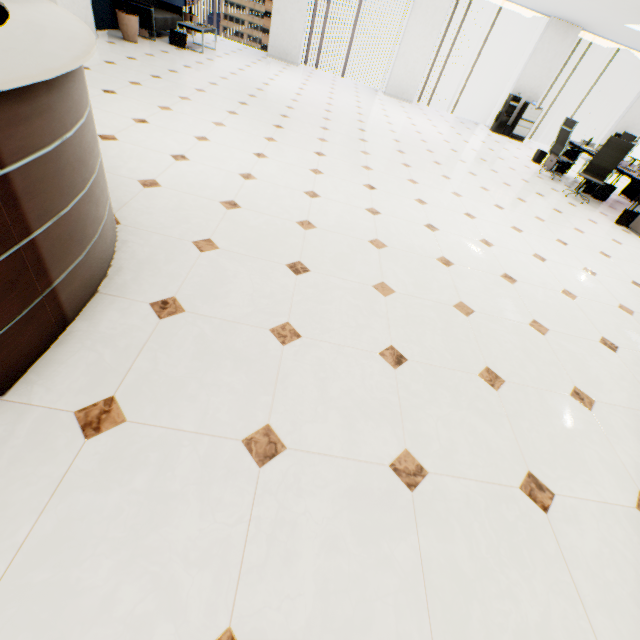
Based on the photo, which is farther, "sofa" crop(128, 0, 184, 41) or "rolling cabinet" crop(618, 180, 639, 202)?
"rolling cabinet" crop(618, 180, 639, 202)

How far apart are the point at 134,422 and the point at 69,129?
1.39m

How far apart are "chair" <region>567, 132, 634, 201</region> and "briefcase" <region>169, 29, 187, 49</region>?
9.3m

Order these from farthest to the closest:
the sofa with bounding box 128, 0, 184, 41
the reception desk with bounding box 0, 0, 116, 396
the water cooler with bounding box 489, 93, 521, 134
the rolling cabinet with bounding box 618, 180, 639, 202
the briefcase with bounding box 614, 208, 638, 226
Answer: the water cooler with bounding box 489, 93, 521, 134, the rolling cabinet with bounding box 618, 180, 639, 202, the sofa with bounding box 128, 0, 184, 41, the briefcase with bounding box 614, 208, 638, 226, the reception desk with bounding box 0, 0, 116, 396

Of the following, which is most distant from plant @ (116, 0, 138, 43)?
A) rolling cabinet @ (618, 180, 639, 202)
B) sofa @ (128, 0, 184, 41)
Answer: rolling cabinet @ (618, 180, 639, 202)

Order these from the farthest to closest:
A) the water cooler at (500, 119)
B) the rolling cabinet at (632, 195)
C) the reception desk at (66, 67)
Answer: the water cooler at (500, 119) → the rolling cabinet at (632, 195) → the reception desk at (66, 67)

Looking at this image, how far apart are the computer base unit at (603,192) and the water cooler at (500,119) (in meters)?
4.91

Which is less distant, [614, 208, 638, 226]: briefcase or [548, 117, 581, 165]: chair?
[614, 208, 638, 226]: briefcase
